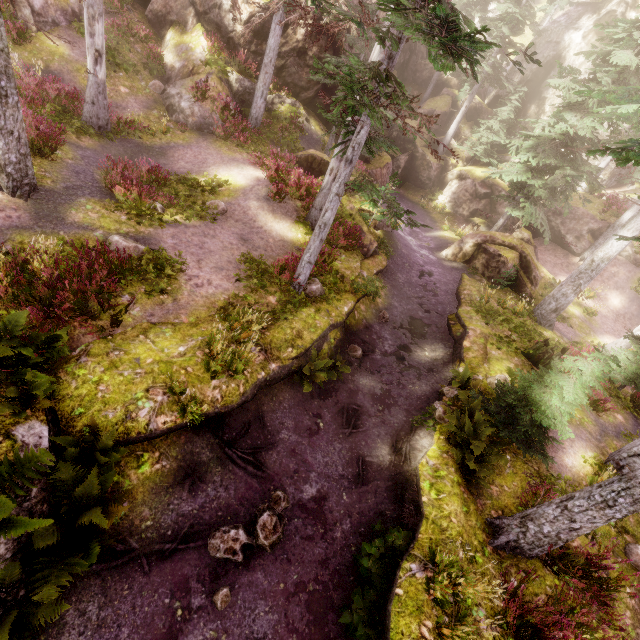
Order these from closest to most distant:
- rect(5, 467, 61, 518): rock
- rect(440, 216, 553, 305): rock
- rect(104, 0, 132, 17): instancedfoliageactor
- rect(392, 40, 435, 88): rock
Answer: rect(5, 467, 61, 518): rock → rect(104, 0, 132, 17): instancedfoliageactor → rect(440, 216, 553, 305): rock → rect(392, 40, 435, 88): rock

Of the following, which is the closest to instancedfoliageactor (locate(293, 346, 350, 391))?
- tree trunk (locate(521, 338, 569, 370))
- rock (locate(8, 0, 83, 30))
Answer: rock (locate(8, 0, 83, 30))

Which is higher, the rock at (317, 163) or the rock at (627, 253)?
the rock at (627, 253)

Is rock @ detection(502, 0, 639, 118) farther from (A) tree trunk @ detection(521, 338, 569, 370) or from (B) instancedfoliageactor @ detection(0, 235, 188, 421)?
(A) tree trunk @ detection(521, 338, 569, 370)

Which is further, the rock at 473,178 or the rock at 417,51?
the rock at 417,51

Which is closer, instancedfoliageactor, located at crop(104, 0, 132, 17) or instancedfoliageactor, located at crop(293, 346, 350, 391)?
instancedfoliageactor, located at crop(293, 346, 350, 391)

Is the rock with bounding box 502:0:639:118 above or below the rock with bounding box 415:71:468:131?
above

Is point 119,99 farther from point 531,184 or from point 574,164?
point 574,164
